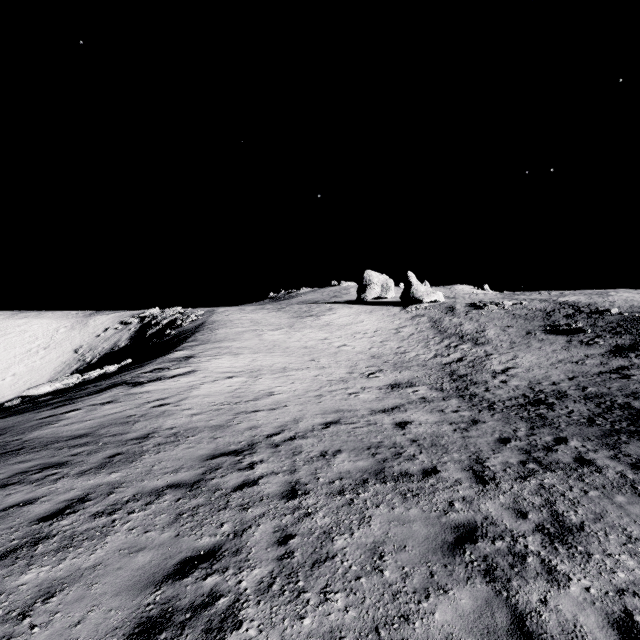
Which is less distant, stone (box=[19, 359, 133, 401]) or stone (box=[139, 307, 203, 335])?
stone (box=[19, 359, 133, 401])

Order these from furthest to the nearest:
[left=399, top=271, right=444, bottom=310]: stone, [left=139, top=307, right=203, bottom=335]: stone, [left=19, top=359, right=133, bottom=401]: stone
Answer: [left=399, top=271, right=444, bottom=310]: stone < [left=139, top=307, right=203, bottom=335]: stone < [left=19, top=359, right=133, bottom=401]: stone

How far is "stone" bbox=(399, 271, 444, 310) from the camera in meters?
51.9

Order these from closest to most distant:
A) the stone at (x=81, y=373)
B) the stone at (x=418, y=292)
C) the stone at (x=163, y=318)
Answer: the stone at (x=81, y=373) < the stone at (x=163, y=318) < the stone at (x=418, y=292)

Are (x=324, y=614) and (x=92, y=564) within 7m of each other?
yes

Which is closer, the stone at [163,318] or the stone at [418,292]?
the stone at [163,318]

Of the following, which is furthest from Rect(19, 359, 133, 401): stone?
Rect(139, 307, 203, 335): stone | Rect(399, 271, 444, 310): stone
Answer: Rect(399, 271, 444, 310): stone
